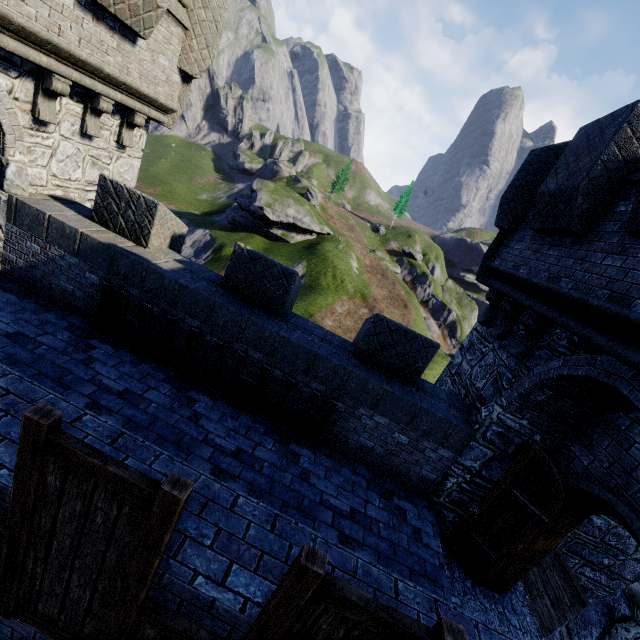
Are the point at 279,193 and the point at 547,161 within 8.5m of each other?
no

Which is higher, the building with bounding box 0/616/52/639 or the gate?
the gate

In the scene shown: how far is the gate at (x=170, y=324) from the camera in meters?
5.9 m

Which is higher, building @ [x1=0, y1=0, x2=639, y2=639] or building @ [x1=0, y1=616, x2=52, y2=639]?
building @ [x1=0, y1=0, x2=639, y2=639]

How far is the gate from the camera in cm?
587

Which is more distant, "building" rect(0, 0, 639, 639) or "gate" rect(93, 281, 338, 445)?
"gate" rect(93, 281, 338, 445)

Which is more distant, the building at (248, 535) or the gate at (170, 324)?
the gate at (170, 324)
